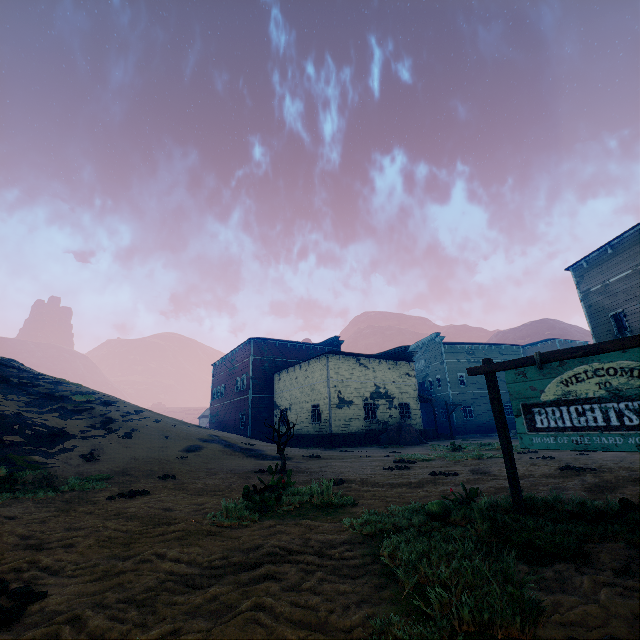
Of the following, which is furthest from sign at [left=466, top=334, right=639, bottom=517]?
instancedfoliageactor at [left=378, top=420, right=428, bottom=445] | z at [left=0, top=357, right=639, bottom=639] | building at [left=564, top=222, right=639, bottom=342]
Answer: instancedfoliageactor at [left=378, top=420, right=428, bottom=445]

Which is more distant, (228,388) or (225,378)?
(225,378)

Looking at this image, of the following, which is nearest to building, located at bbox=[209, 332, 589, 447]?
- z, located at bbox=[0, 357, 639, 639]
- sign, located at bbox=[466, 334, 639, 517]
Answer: z, located at bbox=[0, 357, 639, 639]

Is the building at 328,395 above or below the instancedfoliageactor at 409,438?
above

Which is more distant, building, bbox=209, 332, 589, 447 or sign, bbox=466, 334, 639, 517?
building, bbox=209, 332, 589, 447

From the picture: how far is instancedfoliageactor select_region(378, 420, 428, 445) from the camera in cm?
2325

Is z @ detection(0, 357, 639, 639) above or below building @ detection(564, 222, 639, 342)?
below

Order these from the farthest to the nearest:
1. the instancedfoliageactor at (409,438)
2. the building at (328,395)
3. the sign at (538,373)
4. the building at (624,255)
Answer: the building at (328,395), the instancedfoliageactor at (409,438), the building at (624,255), the sign at (538,373)
